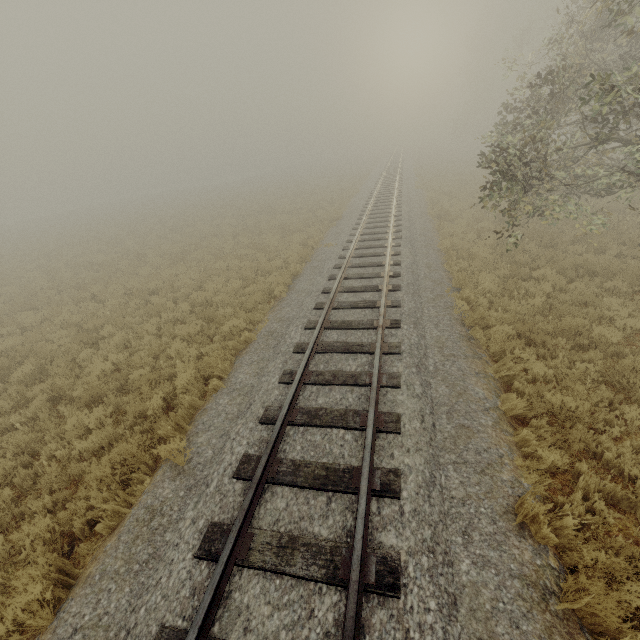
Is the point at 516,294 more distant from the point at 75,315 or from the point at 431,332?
the point at 75,315
